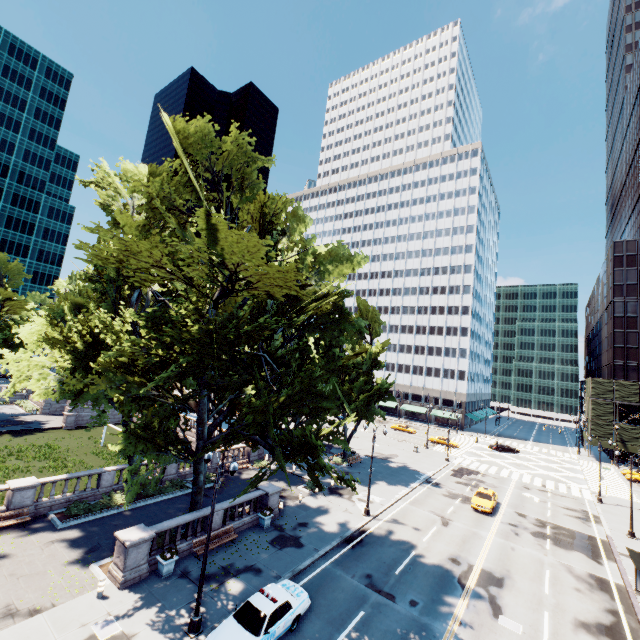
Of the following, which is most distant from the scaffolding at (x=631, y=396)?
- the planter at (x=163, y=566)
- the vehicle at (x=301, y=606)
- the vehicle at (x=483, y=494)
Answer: the planter at (x=163, y=566)

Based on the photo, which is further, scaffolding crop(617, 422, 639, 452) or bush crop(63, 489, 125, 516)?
scaffolding crop(617, 422, 639, 452)

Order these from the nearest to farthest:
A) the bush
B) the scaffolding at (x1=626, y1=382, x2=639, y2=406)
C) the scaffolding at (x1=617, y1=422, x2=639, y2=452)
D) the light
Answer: the light
the bush
the scaffolding at (x1=617, y1=422, x2=639, y2=452)
the scaffolding at (x1=626, y1=382, x2=639, y2=406)

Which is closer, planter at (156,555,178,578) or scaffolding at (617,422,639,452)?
planter at (156,555,178,578)

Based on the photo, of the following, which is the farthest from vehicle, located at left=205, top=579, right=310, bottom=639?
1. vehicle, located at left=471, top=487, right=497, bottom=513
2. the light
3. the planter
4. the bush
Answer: vehicle, located at left=471, top=487, right=497, bottom=513

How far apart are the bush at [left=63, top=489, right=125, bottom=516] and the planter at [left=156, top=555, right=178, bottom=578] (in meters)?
8.11

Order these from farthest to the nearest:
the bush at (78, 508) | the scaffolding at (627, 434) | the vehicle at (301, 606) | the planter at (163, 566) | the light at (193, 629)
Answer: the scaffolding at (627, 434) → the bush at (78, 508) → the planter at (163, 566) → the light at (193, 629) → the vehicle at (301, 606)

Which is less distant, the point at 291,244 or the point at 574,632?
the point at 574,632
